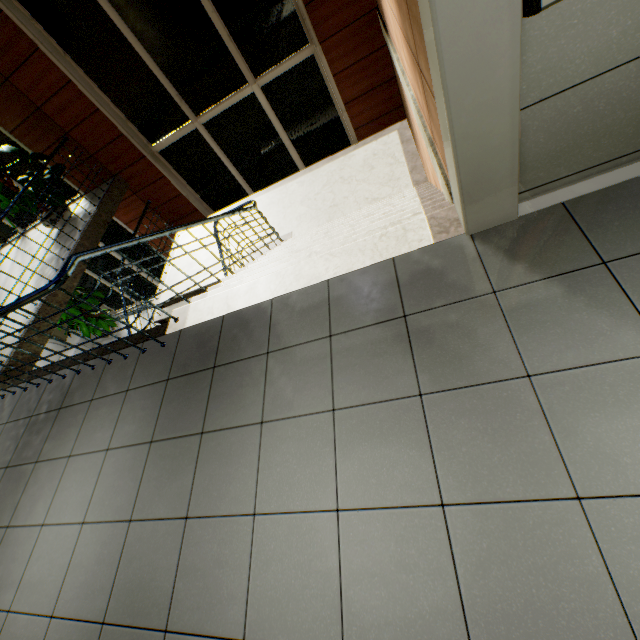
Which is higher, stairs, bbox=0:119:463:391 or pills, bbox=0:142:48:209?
pills, bbox=0:142:48:209

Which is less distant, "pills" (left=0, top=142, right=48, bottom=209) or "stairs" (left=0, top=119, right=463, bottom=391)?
"stairs" (left=0, top=119, right=463, bottom=391)

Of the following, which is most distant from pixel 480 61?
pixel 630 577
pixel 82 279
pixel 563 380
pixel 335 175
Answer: pixel 82 279

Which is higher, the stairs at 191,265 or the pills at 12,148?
the pills at 12,148

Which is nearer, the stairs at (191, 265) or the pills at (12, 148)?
the stairs at (191, 265)
